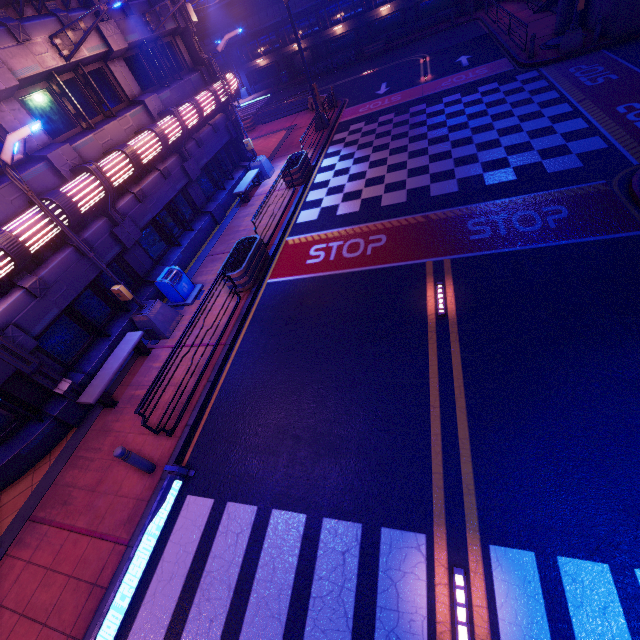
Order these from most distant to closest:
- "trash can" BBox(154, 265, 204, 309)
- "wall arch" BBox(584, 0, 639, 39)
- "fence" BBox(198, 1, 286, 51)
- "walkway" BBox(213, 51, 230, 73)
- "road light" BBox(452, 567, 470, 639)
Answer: "walkway" BBox(213, 51, 230, 73) → "fence" BBox(198, 1, 286, 51) → "wall arch" BBox(584, 0, 639, 39) → "trash can" BBox(154, 265, 204, 309) → "road light" BBox(452, 567, 470, 639)

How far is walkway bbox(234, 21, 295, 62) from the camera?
36.4 meters

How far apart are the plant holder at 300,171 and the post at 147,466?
13.4m

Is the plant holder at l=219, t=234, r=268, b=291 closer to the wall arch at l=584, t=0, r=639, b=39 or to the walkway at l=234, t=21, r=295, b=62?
the wall arch at l=584, t=0, r=639, b=39

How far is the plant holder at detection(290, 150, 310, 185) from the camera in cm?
1552

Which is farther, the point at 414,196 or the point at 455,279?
the point at 414,196

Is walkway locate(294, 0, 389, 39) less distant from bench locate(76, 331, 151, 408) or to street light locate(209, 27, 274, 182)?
street light locate(209, 27, 274, 182)

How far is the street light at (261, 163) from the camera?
13.9 meters
